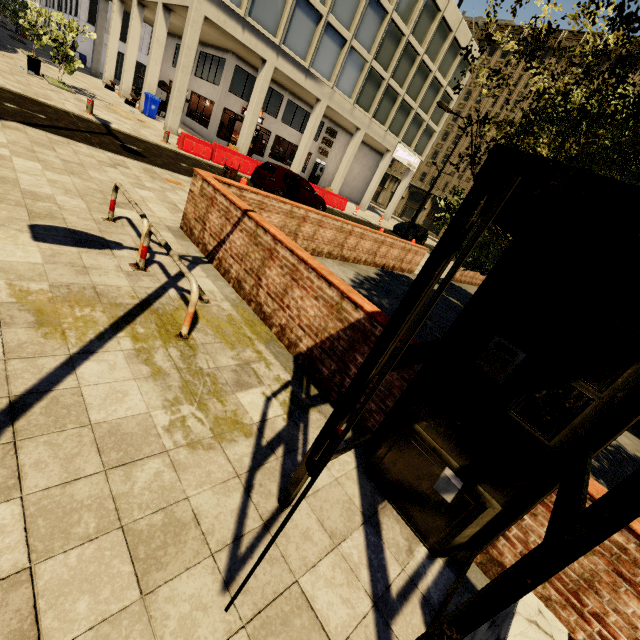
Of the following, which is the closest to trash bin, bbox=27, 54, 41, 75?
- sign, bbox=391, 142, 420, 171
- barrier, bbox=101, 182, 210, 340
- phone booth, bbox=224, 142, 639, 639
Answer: barrier, bbox=101, 182, 210, 340

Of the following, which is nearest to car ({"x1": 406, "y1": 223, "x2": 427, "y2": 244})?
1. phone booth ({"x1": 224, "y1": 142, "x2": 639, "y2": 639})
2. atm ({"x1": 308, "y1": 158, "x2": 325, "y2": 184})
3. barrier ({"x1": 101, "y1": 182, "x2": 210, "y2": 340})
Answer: atm ({"x1": 308, "y1": 158, "x2": 325, "y2": 184})

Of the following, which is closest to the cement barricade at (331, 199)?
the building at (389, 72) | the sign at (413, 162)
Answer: the building at (389, 72)

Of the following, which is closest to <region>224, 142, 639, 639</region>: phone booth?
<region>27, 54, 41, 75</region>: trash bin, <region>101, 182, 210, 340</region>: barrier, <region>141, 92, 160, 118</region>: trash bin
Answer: <region>101, 182, 210, 340</region>: barrier

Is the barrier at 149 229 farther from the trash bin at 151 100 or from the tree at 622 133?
the trash bin at 151 100

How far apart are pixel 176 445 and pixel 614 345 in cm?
321

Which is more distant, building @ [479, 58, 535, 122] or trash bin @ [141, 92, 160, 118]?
building @ [479, 58, 535, 122]

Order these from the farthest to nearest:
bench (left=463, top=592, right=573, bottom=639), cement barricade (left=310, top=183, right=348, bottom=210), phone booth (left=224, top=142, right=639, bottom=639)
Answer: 1. cement barricade (left=310, top=183, right=348, bottom=210)
2. bench (left=463, top=592, right=573, bottom=639)
3. phone booth (left=224, top=142, right=639, bottom=639)
